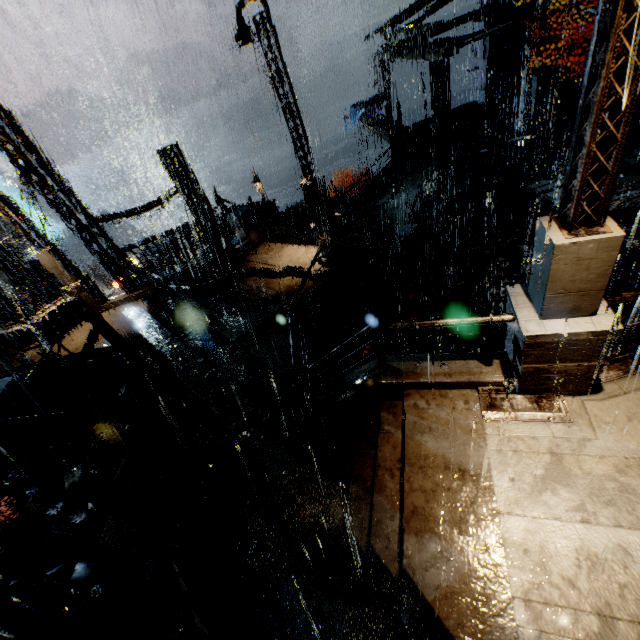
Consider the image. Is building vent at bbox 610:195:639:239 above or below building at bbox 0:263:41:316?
below

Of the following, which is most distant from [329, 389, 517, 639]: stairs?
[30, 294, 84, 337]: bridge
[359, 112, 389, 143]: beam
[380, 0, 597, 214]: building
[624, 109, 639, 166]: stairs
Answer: [359, 112, 389, 143]: beam

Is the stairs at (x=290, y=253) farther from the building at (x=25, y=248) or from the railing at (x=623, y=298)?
the railing at (x=623, y=298)

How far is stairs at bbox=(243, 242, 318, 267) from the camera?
12.96m

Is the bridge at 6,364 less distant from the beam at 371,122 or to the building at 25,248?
the building at 25,248

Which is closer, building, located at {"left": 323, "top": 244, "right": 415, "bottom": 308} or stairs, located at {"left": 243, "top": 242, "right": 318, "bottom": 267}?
building, located at {"left": 323, "top": 244, "right": 415, "bottom": 308}

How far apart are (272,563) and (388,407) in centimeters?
343cm

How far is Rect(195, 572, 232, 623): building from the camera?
5.31m
